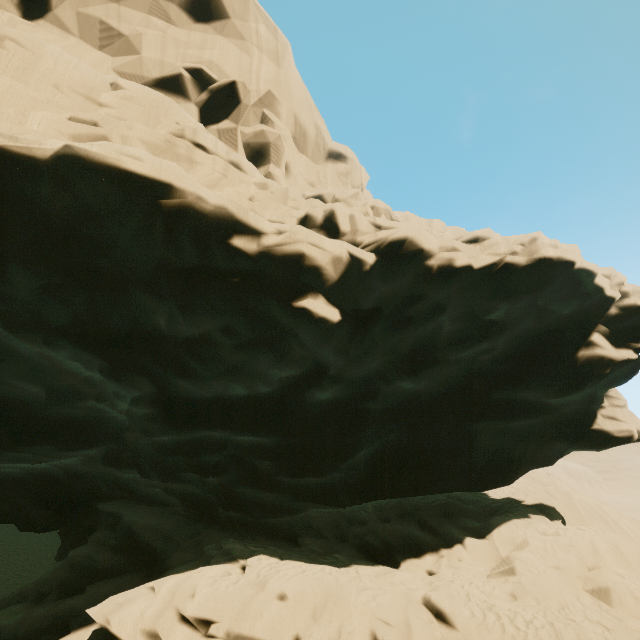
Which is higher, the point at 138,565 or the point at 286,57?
the point at 286,57
